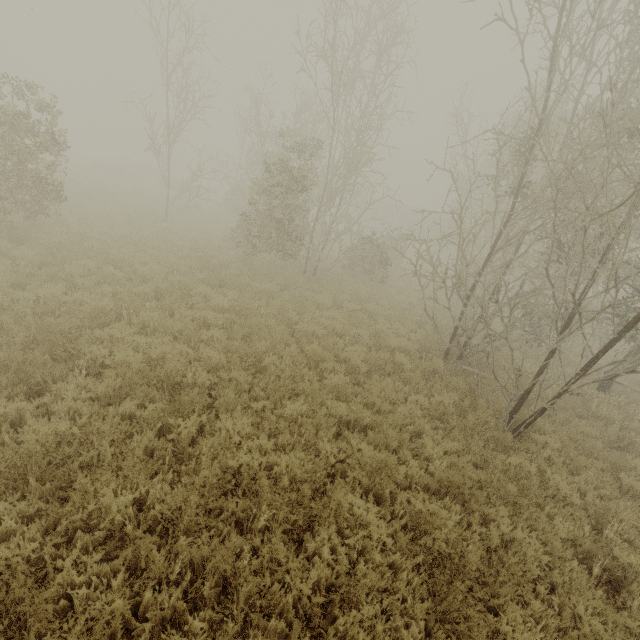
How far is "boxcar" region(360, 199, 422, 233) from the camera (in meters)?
42.38

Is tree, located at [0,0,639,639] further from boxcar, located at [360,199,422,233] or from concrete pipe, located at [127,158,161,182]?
concrete pipe, located at [127,158,161,182]

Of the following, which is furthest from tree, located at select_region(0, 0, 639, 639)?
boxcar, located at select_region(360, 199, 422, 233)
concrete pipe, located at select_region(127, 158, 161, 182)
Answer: concrete pipe, located at select_region(127, 158, 161, 182)

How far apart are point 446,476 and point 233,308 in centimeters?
690cm

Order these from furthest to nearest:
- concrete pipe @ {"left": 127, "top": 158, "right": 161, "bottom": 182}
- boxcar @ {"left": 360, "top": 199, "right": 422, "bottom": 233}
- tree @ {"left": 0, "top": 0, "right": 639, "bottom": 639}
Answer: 1. boxcar @ {"left": 360, "top": 199, "right": 422, "bottom": 233}
2. concrete pipe @ {"left": 127, "top": 158, "right": 161, "bottom": 182}
3. tree @ {"left": 0, "top": 0, "right": 639, "bottom": 639}

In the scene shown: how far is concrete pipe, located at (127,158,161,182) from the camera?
39.5 meters

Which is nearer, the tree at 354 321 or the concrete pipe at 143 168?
the tree at 354 321

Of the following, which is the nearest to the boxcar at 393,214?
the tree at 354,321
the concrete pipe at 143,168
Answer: the concrete pipe at 143,168
